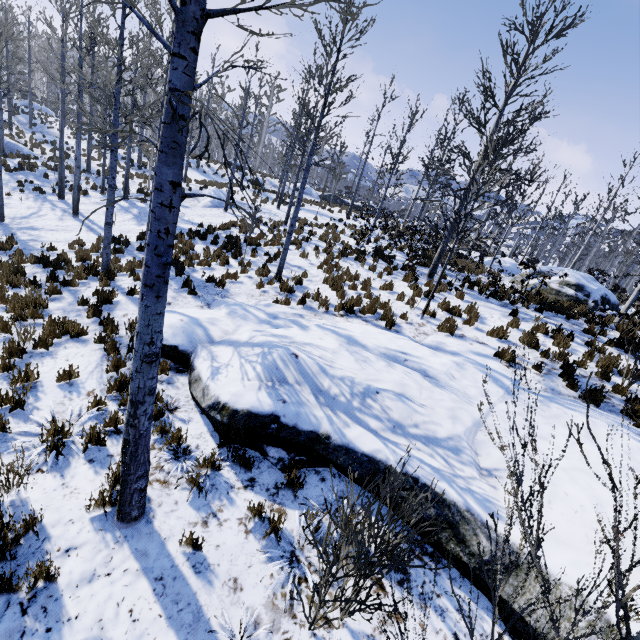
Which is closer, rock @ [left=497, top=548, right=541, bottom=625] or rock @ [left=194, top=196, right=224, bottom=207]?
rock @ [left=497, top=548, right=541, bottom=625]

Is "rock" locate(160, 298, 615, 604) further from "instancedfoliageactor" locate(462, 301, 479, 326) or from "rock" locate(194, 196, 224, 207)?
"rock" locate(194, 196, 224, 207)

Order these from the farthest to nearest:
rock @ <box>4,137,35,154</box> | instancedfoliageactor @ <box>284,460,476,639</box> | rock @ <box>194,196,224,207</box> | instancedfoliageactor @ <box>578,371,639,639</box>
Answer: rock @ <box>4,137,35,154</box>
rock @ <box>194,196,224,207</box>
instancedfoliageactor @ <box>284,460,476,639</box>
instancedfoliageactor @ <box>578,371,639,639</box>

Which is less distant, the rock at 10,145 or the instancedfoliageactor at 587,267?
the instancedfoliageactor at 587,267

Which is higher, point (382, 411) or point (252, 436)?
point (382, 411)

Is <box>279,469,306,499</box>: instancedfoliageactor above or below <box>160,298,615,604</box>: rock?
below

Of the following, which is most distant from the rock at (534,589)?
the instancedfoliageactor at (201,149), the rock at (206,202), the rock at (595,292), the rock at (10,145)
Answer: the rock at (10,145)
